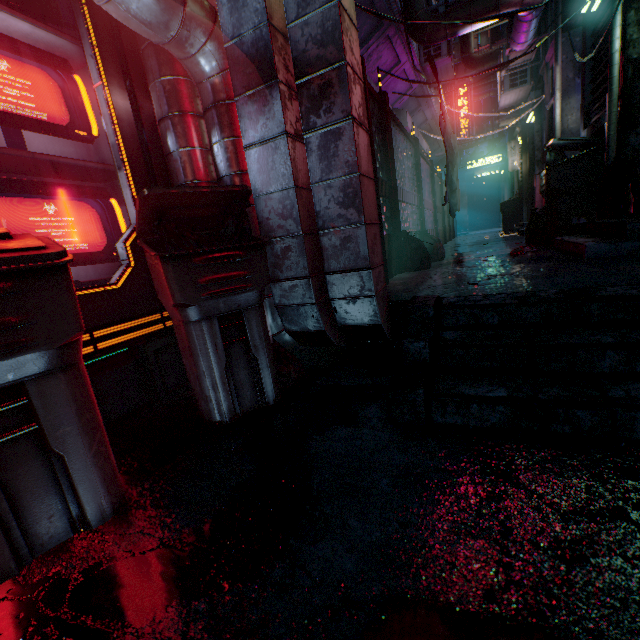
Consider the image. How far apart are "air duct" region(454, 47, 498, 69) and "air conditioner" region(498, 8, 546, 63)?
2.8 meters

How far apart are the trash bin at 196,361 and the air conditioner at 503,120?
9.36m

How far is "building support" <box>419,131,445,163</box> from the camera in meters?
9.9 m

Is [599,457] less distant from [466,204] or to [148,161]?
[148,161]

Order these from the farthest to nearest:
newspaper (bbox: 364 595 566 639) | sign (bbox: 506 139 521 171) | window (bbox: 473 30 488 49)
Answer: window (bbox: 473 30 488 49) → sign (bbox: 506 139 521 171) → newspaper (bbox: 364 595 566 639)

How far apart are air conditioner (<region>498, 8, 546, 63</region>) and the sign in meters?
3.3 m

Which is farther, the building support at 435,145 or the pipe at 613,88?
the building support at 435,145

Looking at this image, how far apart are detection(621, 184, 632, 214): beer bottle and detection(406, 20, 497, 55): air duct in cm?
283
